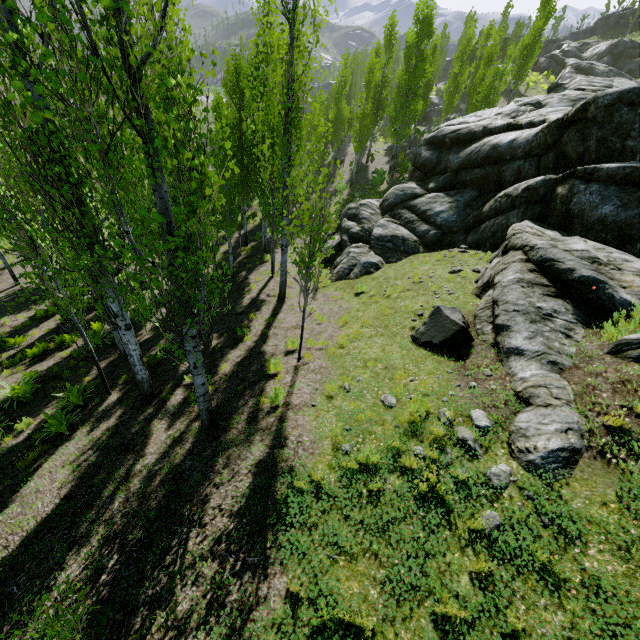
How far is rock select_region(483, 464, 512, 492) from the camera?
4.67m

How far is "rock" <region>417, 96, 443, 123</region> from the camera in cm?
4888

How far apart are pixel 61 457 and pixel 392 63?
71.83m

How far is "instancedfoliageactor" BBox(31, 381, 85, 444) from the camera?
8.43m

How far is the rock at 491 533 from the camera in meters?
4.1 m

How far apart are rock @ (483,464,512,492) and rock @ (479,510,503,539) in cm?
29

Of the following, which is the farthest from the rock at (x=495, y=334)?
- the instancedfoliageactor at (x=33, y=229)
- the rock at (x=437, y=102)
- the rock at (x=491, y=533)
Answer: the rock at (x=437, y=102)

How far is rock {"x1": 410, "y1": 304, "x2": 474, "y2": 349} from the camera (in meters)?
7.97
